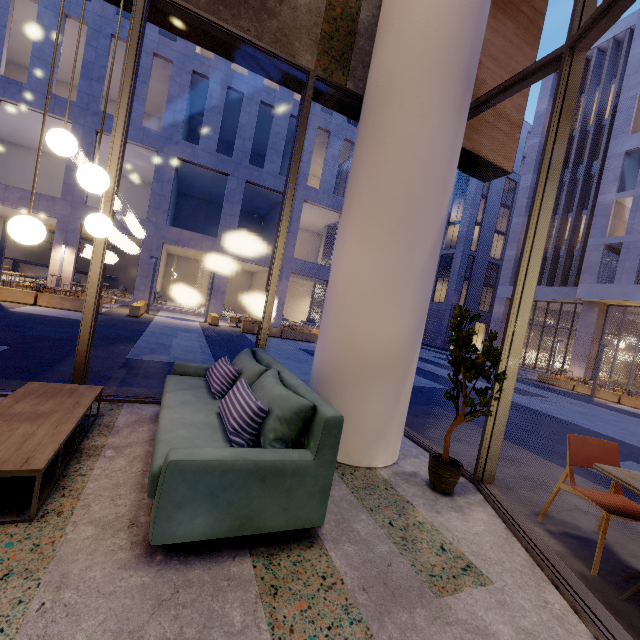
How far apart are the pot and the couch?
1.3 meters

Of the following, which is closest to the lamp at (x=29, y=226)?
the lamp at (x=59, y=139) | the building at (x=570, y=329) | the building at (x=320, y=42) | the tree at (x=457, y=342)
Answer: the lamp at (x=59, y=139)

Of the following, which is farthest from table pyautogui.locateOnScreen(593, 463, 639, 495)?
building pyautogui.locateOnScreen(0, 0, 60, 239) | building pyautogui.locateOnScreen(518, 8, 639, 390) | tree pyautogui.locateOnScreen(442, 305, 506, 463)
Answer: building pyautogui.locateOnScreen(518, 8, 639, 390)

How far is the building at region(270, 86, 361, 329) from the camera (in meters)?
21.53

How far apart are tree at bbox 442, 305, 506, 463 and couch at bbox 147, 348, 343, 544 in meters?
1.4

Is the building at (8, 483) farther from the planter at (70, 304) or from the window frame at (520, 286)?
the planter at (70, 304)

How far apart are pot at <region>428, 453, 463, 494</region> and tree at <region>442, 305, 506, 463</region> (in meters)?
0.05

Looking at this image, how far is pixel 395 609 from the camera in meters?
1.7
